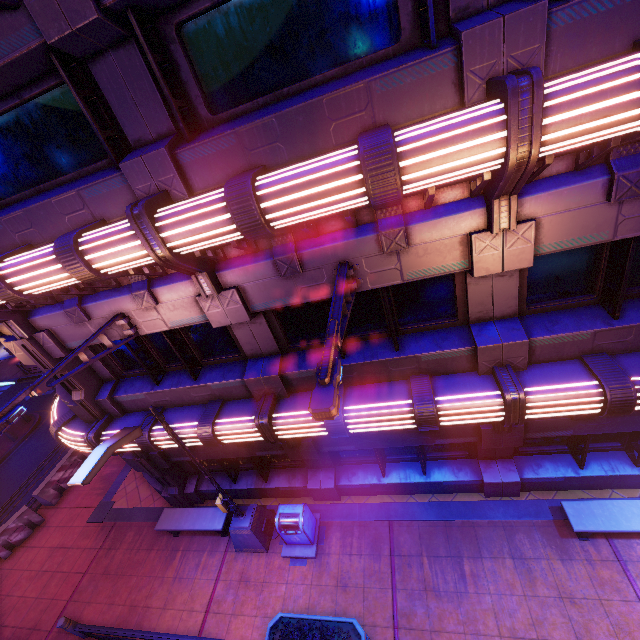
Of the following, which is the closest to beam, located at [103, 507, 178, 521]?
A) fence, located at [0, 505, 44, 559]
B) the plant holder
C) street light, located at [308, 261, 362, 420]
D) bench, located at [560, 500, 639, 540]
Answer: bench, located at [560, 500, 639, 540]

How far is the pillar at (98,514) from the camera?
12.0 meters

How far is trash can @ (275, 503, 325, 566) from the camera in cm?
878

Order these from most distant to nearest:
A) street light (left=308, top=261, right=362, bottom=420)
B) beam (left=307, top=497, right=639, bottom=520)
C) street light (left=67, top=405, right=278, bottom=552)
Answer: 1. beam (left=307, top=497, right=639, bottom=520)
2. street light (left=67, top=405, right=278, bottom=552)
3. street light (left=308, top=261, right=362, bottom=420)

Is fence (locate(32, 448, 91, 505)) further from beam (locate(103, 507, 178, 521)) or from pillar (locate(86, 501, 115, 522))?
beam (locate(103, 507, 178, 521))

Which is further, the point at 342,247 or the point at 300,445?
the point at 300,445

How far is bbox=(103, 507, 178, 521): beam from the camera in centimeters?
1145cm

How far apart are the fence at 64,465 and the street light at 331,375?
15.6 meters
